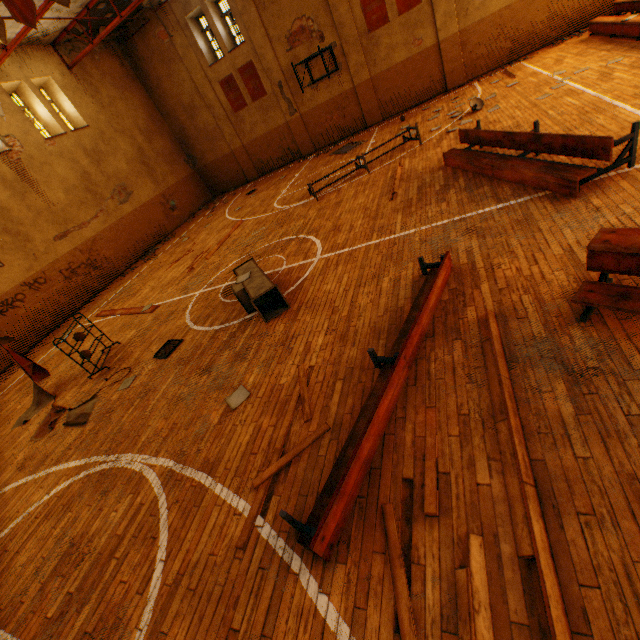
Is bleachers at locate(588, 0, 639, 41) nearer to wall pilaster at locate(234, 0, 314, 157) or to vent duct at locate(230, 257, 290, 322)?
vent duct at locate(230, 257, 290, 322)

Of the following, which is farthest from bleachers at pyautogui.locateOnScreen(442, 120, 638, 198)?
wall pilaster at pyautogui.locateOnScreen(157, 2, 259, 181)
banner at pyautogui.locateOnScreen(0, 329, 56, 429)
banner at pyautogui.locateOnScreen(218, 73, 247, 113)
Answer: wall pilaster at pyautogui.locateOnScreen(157, 2, 259, 181)

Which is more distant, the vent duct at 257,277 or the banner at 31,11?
the banner at 31,11

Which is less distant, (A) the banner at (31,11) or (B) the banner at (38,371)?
(A) the banner at (31,11)

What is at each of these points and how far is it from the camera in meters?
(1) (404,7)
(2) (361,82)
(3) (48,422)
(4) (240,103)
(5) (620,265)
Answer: (1) banner, 13.7 m
(2) wall pilaster, 15.7 m
(3) banner, 6.6 m
(4) banner, 17.7 m
(5) bleachers, 3.0 m

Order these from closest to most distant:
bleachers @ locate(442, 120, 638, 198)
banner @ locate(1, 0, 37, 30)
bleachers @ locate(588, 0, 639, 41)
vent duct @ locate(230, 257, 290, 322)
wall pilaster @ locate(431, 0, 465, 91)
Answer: bleachers @ locate(442, 120, 638, 198), vent duct @ locate(230, 257, 290, 322), banner @ locate(1, 0, 37, 30), bleachers @ locate(588, 0, 639, 41), wall pilaster @ locate(431, 0, 465, 91)

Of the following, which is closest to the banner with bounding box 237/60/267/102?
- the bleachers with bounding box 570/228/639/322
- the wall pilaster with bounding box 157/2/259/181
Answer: the wall pilaster with bounding box 157/2/259/181

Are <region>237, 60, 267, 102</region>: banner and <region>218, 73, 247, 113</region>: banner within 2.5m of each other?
yes
